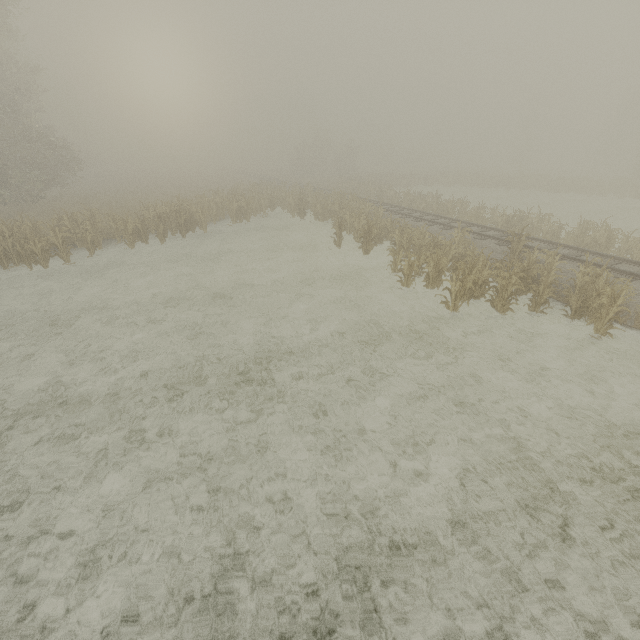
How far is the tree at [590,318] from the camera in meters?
8.6 m

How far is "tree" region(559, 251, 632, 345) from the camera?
8.60m

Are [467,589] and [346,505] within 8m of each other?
yes
